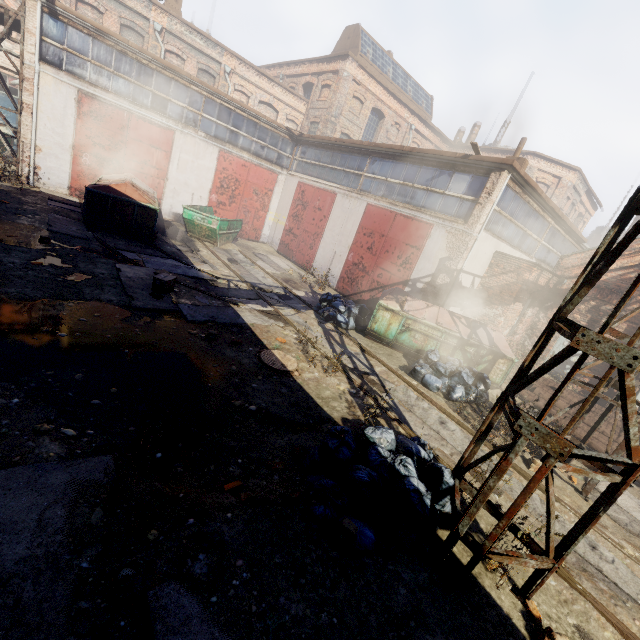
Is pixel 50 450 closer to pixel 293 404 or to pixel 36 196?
pixel 293 404

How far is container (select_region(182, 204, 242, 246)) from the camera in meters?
14.2

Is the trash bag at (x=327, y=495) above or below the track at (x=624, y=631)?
above

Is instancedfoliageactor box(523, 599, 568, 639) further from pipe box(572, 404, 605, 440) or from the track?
pipe box(572, 404, 605, 440)

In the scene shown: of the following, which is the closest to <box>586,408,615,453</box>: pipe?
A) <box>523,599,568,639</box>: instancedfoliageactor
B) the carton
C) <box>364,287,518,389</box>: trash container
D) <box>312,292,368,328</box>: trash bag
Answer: <box>364,287,518,389</box>: trash container

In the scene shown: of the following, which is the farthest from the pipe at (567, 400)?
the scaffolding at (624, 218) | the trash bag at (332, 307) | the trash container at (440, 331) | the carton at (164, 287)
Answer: the carton at (164, 287)

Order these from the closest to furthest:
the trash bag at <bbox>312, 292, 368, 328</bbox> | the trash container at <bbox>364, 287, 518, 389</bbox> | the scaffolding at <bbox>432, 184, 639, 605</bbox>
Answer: the scaffolding at <bbox>432, 184, 639, 605</bbox>
the trash container at <bbox>364, 287, 518, 389</bbox>
the trash bag at <bbox>312, 292, 368, 328</bbox>

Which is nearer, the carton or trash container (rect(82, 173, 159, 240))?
the carton
